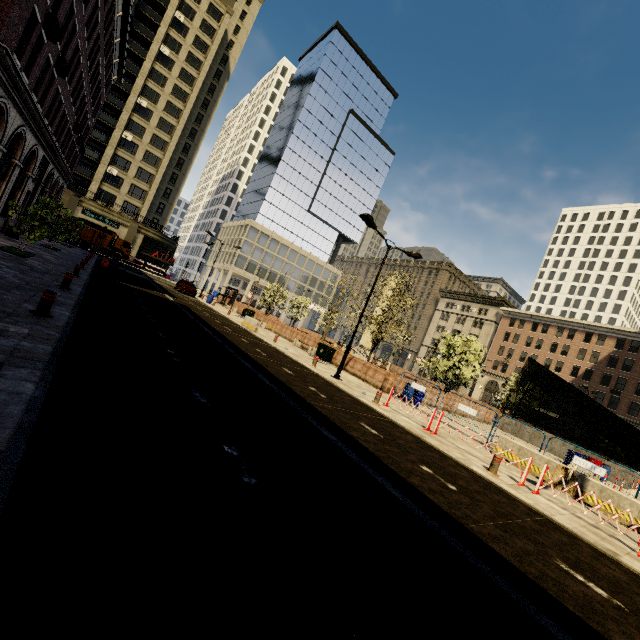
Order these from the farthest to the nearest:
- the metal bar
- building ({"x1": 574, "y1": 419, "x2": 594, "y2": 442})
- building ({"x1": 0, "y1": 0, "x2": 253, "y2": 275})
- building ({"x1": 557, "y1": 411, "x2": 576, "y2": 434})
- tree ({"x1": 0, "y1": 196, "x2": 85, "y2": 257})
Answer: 1. building ({"x1": 557, "y1": 411, "x2": 576, "y2": 434})
2. building ({"x1": 574, "y1": 419, "x2": 594, "y2": 442})
3. building ({"x1": 0, "y1": 0, "x2": 253, "y2": 275})
4. tree ({"x1": 0, "y1": 196, "x2": 85, "y2": 257})
5. the metal bar

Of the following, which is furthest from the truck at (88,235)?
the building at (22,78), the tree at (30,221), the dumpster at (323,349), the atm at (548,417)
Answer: the atm at (548,417)

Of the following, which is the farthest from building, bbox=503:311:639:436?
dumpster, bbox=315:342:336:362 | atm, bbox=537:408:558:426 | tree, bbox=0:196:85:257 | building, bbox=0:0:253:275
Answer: dumpster, bbox=315:342:336:362

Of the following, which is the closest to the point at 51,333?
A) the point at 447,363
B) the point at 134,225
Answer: the point at 447,363

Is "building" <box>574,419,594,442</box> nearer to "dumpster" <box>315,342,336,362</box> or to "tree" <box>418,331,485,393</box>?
"tree" <box>418,331,485,393</box>

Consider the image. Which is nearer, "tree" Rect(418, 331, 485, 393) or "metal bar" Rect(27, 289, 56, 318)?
"metal bar" Rect(27, 289, 56, 318)

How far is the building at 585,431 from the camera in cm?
4866

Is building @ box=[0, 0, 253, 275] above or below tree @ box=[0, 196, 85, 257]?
above
